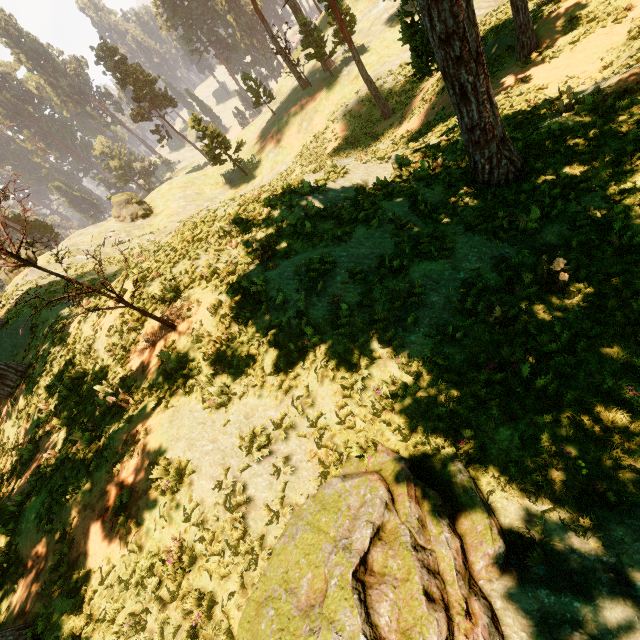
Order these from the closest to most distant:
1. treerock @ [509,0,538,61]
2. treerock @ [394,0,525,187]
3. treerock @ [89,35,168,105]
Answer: treerock @ [394,0,525,187]
treerock @ [509,0,538,61]
treerock @ [89,35,168,105]

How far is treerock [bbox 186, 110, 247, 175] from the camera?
36.2 meters

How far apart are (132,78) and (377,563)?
77.4 meters

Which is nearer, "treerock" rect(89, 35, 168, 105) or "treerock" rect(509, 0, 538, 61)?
"treerock" rect(509, 0, 538, 61)

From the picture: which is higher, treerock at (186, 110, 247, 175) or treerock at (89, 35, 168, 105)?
treerock at (89, 35, 168, 105)

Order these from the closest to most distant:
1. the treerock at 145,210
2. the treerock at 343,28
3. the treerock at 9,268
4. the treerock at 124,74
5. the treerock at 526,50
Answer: the treerock at 9,268 → the treerock at 526,50 → the treerock at 343,28 → the treerock at 145,210 → the treerock at 124,74

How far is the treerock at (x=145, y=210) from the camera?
37.5 meters
